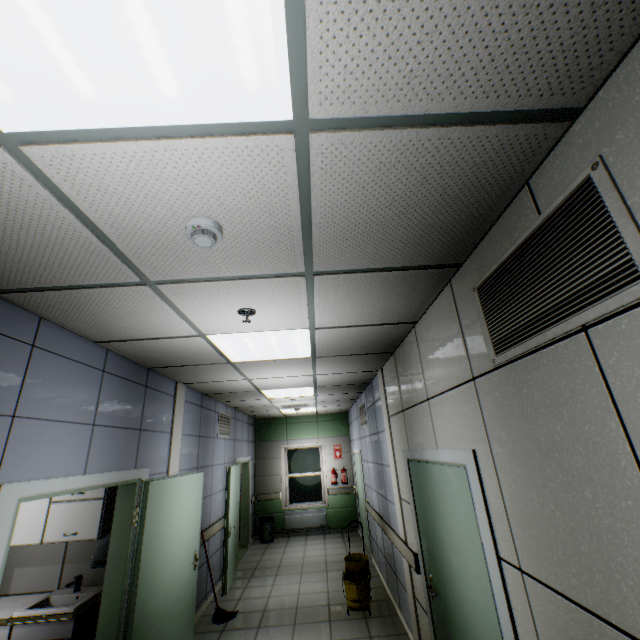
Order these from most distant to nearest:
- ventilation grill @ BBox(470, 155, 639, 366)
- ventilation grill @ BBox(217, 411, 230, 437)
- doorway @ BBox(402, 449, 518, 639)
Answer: ventilation grill @ BBox(217, 411, 230, 437), doorway @ BBox(402, 449, 518, 639), ventilation grill @ BBox(470, 155, 639, 366)

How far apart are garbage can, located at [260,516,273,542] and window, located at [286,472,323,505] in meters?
0.6

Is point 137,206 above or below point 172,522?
above

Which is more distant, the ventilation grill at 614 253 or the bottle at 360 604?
the bottle at 360 604

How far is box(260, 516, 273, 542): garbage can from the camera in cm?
869

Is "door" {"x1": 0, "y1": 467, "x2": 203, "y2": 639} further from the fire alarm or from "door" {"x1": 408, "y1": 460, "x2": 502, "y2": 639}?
"door" {"x1": 408, "y1": 460, "x2": 502, "y2": 639}

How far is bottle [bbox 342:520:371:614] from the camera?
4.62m

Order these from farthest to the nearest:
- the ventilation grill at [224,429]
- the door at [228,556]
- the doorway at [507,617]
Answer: the ventilation grill at [224,429] → the door at [228,556] → the doorway at [507,617]
